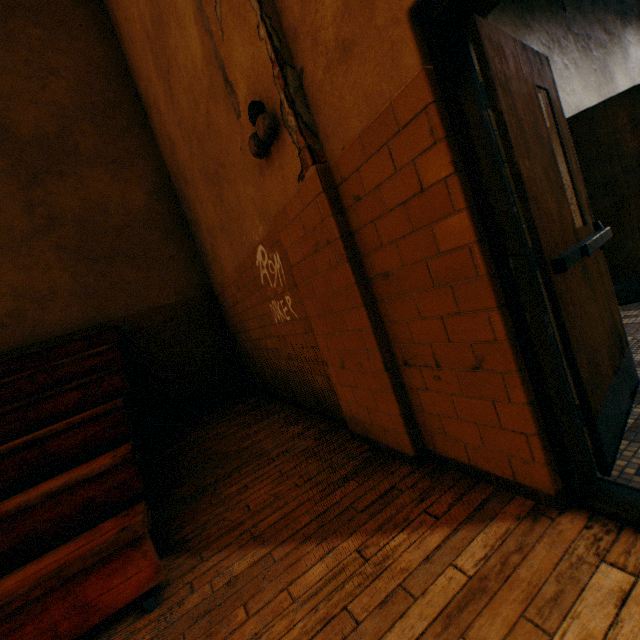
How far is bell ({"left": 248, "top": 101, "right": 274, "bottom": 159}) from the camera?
2.1m

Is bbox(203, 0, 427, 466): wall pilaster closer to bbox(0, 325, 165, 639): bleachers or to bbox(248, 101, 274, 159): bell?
bbox(248, 101, 274, 159): bell

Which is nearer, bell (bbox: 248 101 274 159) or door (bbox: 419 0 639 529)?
door (bbox: 419 0 639 529)

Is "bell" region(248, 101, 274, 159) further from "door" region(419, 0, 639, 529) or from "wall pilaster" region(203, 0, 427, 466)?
"door" region(419, 0, 639, 529)

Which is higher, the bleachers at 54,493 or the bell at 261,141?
the bell at 261,141

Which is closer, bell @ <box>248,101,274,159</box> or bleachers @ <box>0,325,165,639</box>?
bleachers @ <box>0,325,165,639</box>

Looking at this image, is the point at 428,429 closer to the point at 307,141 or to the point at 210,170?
the point at 307,141

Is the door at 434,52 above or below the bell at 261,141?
below
